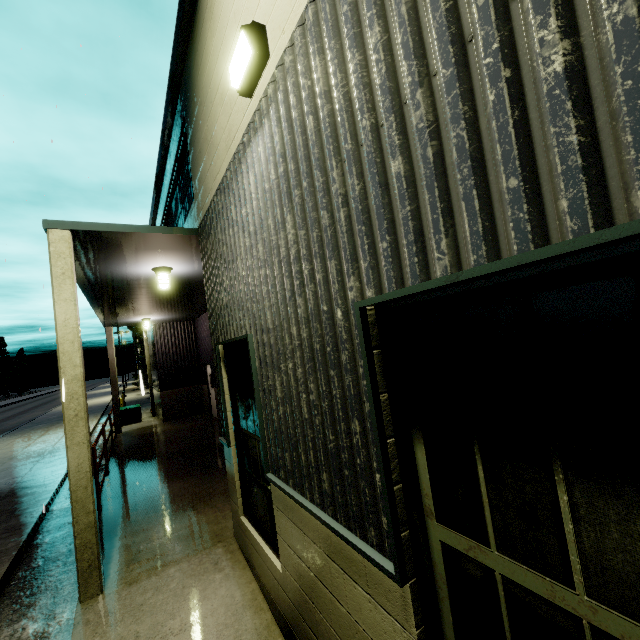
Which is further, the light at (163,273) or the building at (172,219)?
the light at (163,273)

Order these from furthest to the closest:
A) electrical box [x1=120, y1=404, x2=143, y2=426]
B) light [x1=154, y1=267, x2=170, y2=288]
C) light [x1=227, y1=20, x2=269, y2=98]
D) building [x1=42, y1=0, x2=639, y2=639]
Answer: electrical box [x1=120, y1=404, x2=143, y2=426], light [x1=154, y1=267, x2=170, y2=288], light [x1=227, y1=20, x2=269, y2=98], building [x1=42, y1=0, x2=639, y2=639]

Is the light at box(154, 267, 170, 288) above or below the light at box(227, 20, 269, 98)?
below

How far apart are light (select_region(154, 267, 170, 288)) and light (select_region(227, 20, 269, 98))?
4.8m

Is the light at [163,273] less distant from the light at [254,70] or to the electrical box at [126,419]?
the light at [254,70]

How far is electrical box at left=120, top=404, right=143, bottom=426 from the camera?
17.25m

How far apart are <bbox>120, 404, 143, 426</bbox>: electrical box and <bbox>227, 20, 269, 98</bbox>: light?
18.72m

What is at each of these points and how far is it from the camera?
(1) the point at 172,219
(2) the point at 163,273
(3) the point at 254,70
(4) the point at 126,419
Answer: (1) building, 8.5m
(2) light, 6.9m
(3) light, 2.7m
(4) electrical box, 17.3m
